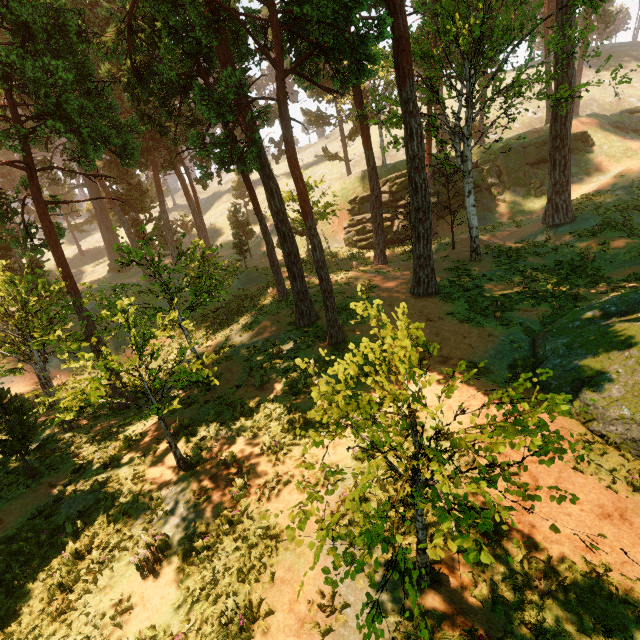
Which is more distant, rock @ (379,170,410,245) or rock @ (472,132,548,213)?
rock @ (472,132,548,213)

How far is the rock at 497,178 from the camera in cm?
3431

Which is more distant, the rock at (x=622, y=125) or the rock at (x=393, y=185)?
the rock at (x=622, y=125)

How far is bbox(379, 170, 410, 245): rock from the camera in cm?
3375

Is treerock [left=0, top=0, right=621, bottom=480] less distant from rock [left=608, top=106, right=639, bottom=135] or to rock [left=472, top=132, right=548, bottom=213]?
rock [left=472, top=132, right=548, bottom=213]

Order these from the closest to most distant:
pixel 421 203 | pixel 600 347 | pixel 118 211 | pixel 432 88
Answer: pixel 600 347 < pixel 421 203 < pixel 432 88 < pixel 118 211

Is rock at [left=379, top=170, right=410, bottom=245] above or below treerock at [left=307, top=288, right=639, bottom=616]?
above

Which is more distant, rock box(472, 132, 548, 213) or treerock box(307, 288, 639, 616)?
rock box(472, 132, 548, 213)
